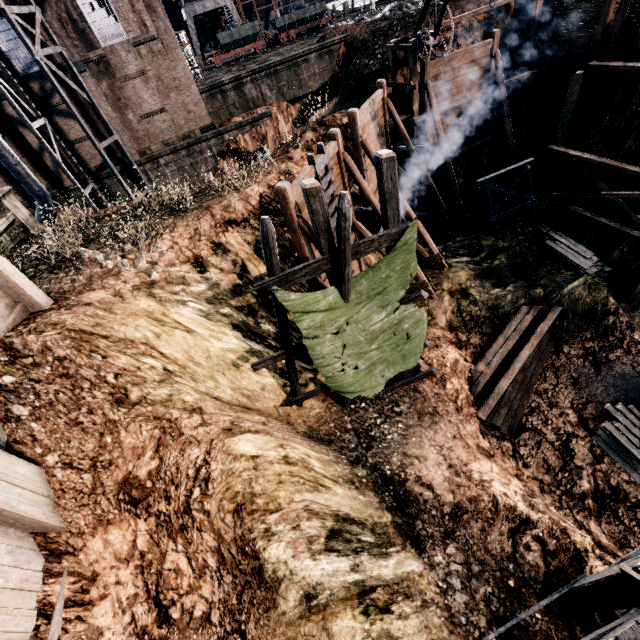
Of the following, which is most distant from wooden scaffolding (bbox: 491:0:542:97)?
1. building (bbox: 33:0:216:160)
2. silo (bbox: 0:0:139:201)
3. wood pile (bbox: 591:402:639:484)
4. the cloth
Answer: silo (bbox: 0:0:139:201)

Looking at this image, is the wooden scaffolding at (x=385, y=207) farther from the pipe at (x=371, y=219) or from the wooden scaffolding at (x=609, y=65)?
the pipe at (x=371, y=219)

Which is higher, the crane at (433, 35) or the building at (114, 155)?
the crane at (433, 35)

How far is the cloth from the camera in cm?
931

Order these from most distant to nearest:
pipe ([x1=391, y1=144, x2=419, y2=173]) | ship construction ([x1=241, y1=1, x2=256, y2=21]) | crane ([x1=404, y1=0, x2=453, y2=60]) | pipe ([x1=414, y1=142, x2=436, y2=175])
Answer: ship construction ([x1=241, y1=1, x2=256, y2=21]) < pipe ([x1=391, y1=144, x2=419, y2=173]) < pipe ([x1=414, y1=142, x2=436, y2=175]) < crane ([x1=404, y1=0, x2=453, y2=60])

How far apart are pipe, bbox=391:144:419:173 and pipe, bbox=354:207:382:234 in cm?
583

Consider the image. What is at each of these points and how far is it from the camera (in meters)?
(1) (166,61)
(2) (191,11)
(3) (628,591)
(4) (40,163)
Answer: (1) building, 24.50
(2) crane, 39.28
(3) wooden scaffolding, 5.55
(4) building, 26.02

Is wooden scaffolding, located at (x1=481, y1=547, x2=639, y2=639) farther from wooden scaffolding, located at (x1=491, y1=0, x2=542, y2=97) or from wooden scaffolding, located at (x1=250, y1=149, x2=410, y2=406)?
wooden scaffolding, located at (x1=491, y1=0, x2=542, y2=97)
